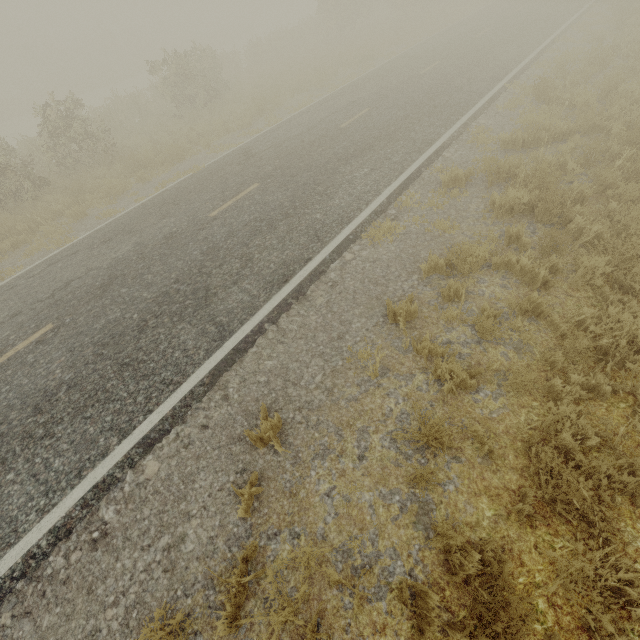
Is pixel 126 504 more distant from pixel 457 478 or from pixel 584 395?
pixel 584 395
